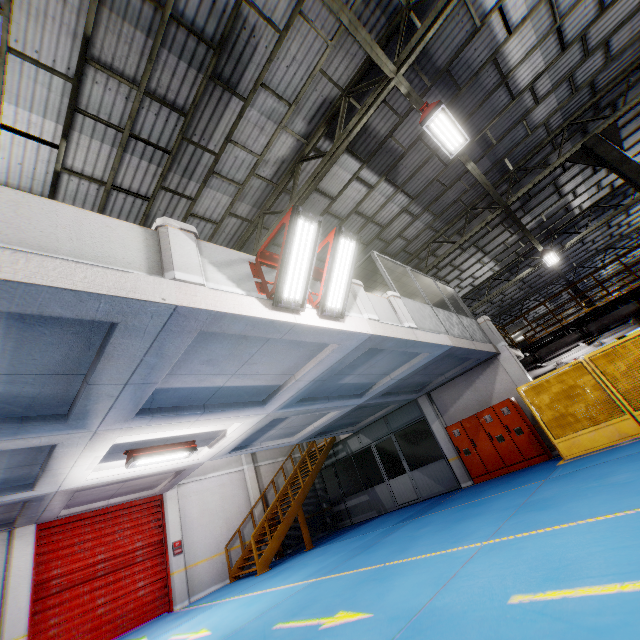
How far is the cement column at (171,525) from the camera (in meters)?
11.34

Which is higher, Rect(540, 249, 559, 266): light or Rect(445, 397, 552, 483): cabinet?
Rect(540, 249, 559, 266): light

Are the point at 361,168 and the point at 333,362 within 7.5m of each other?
yes

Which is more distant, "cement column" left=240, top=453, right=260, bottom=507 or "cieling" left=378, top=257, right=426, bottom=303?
"cement column" left=240, top=453, right=260, bottom=507

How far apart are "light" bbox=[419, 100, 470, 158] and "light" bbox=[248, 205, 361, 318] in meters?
4.2 m

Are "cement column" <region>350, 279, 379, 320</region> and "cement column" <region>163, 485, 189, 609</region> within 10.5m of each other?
no

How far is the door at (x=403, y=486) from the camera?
14.26m

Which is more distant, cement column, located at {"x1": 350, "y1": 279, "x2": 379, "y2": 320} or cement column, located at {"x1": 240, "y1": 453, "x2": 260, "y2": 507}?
cement column, located at {"x1": 240, "y1": 453, "x2": 260, "y2": 507}
